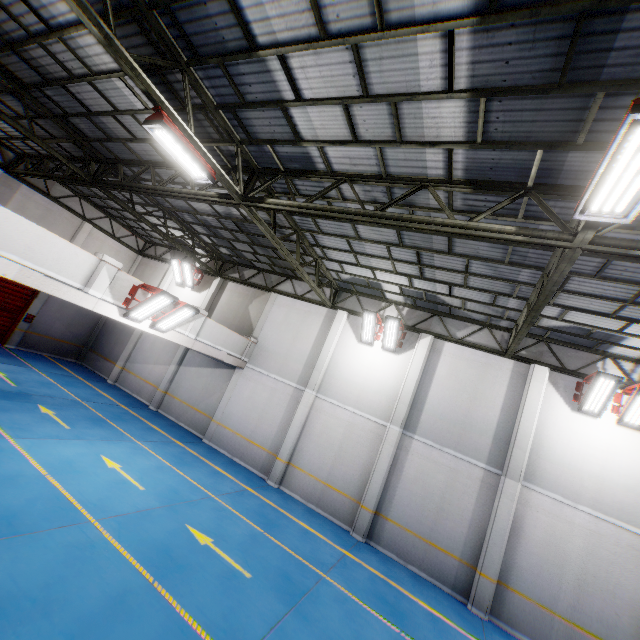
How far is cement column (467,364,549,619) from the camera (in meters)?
9.73

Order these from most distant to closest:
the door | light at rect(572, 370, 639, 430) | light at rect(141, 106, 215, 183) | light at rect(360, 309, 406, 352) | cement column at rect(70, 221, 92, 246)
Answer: cement column at rect(70, 221, 92, 246) → the door → light at rect(360, 309, 406, 352) → light at rect(572, 370, 639, 430) → light at rect(141, 106, 215, 183)

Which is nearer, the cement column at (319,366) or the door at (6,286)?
the cement column at (319,366)

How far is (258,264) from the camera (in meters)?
17.33

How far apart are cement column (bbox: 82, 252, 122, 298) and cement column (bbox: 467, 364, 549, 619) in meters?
13.6

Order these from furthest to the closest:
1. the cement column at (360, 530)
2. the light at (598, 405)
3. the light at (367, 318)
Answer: the light at (367, 318)
the cement column at (360, 530)
the light at (598, 405)

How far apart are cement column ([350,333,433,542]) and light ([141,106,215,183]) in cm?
948

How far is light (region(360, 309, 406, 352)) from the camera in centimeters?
1289cm
